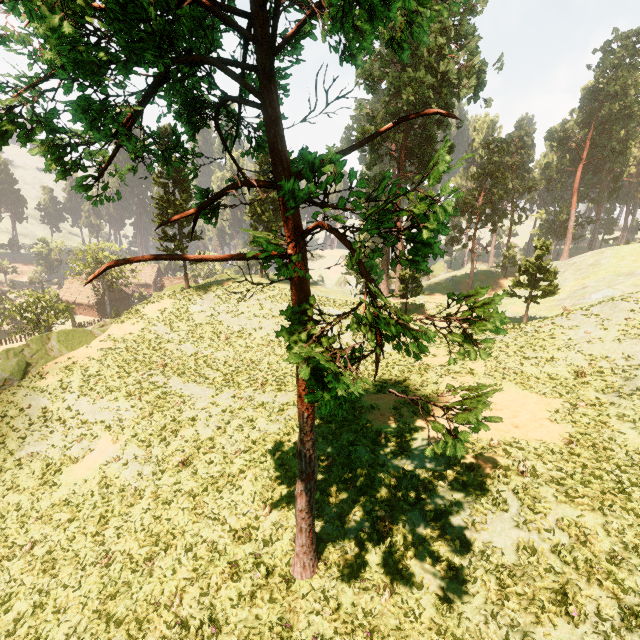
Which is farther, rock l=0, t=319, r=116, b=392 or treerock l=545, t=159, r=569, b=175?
treerock l=545, t=159, r=569, b=175

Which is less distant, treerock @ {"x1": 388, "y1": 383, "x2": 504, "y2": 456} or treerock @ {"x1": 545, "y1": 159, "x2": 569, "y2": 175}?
treerock @ {"x1": 388, "y1": 383, "x2": 504, "y2": 456}

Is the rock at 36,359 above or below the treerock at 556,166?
below

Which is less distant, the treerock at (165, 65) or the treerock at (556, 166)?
the treerock at (165, 65)

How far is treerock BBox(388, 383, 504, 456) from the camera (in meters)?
3.47

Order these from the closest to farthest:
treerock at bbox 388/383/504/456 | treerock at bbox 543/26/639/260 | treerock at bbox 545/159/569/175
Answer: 1. treerock at bbox 388/383/504/456
2. treerock at bbox 543/26/639/260
3. treerock at bbox 545/159/569/175

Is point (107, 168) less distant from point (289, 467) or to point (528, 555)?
point (289, 467)
